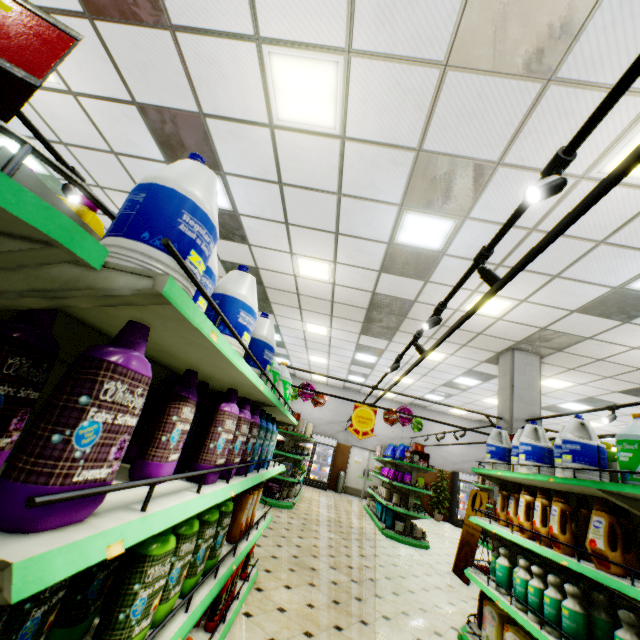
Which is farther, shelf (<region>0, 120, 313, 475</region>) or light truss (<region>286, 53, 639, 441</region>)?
light truss (<region>286, 53, 639, 441</region>)

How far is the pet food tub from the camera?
9.2m

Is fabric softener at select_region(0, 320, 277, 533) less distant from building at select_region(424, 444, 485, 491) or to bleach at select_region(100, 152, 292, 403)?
bleach at select_region(100, 152, 292, 403)

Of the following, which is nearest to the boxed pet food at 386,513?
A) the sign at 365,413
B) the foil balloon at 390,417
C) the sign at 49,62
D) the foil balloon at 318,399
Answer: the foil balloon at 390,417

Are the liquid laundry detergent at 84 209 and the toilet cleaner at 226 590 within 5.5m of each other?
yes

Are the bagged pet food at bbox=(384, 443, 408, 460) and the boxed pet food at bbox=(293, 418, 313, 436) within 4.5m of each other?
yes

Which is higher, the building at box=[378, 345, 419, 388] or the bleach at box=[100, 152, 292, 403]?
the building at box=[378, 345, 419, 388]

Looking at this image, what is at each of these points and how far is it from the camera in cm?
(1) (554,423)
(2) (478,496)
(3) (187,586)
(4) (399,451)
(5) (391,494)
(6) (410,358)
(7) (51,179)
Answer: (1) building, 1343
(2) sign, 692
(3) fabric softener, 174
(4) bagged pet food, 958
(5) boxed pet food, 963
(6) building, 1033
(7) building, 600
